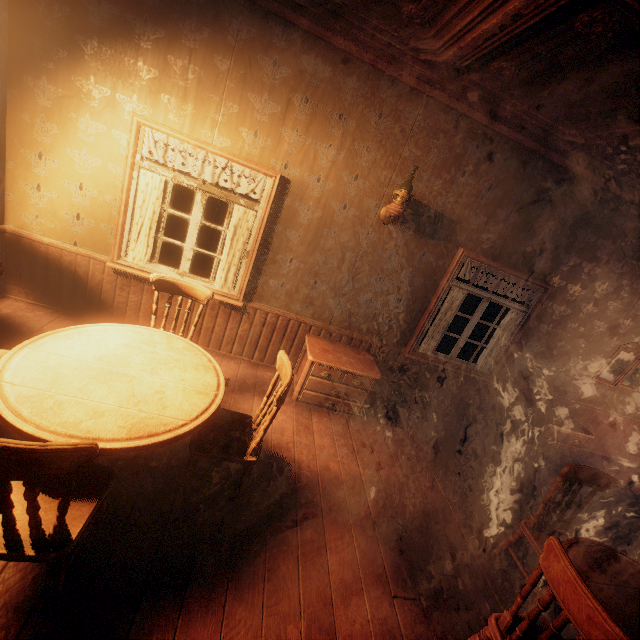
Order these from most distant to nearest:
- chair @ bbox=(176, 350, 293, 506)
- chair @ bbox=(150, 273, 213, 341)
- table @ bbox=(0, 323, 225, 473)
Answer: chair @ bbox=(150, 273, 213, 341), chair @ bbox=(176, 350, 293, 506), table @ bbox=(0, 323, 225, 473)

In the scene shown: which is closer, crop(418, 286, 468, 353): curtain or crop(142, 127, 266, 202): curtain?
crop(142, 127, 266, 202): curtain

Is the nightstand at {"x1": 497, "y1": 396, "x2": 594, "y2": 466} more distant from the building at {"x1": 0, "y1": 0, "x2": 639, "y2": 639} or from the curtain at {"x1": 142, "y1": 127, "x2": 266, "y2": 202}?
the curtain at {"x1": 142, "y1": 127, "x2": 266, "y2": 202}

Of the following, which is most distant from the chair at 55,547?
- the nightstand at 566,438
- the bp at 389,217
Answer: the nightstand at 566,438

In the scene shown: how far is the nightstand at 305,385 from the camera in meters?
3.9

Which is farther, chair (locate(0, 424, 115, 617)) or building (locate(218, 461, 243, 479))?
building (locate(218, 461, 243, 479))

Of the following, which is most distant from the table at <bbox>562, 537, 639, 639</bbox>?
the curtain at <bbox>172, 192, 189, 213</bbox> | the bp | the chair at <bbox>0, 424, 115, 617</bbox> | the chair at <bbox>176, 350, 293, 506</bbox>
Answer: the curtain at <bbox>172, 192, 189, 213</bbox>

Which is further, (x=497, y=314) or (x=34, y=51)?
(x=497, y=314)
